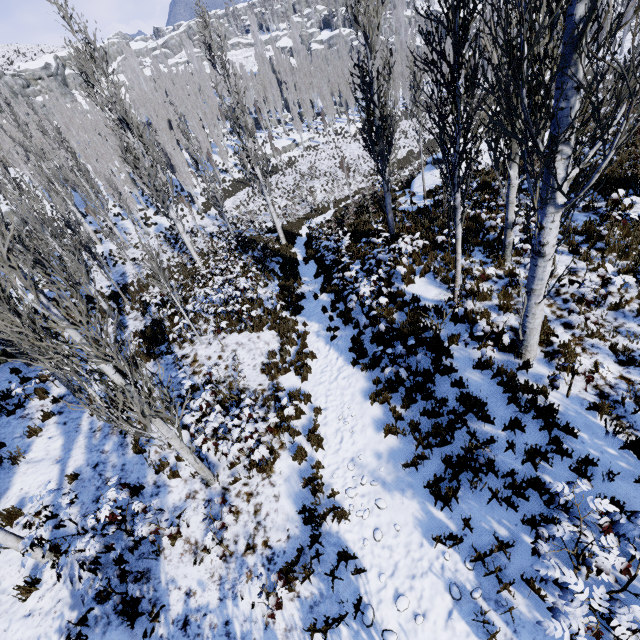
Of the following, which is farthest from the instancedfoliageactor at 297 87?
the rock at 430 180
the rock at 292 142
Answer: the rock at 430 180

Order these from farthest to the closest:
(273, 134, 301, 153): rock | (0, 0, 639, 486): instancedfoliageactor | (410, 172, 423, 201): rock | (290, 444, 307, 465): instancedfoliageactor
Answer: (273, 134, 301, 153): rock → (410, 172, 423, 201): rock → (290, 444, 307, 465): instancedfoliageactor → (0, 0, 639, 486): instancedfoliageactor

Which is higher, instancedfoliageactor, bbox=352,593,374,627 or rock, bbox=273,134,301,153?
rock, bbox=273,134,301,153

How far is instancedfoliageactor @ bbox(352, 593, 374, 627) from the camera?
5.0m

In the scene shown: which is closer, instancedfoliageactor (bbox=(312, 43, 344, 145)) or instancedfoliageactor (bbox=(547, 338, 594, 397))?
instancedfoliageactor (bbox=(547, 338, 594, 397))

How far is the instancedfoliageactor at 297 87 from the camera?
48.66m

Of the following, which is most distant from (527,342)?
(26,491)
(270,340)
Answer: (26,491)
